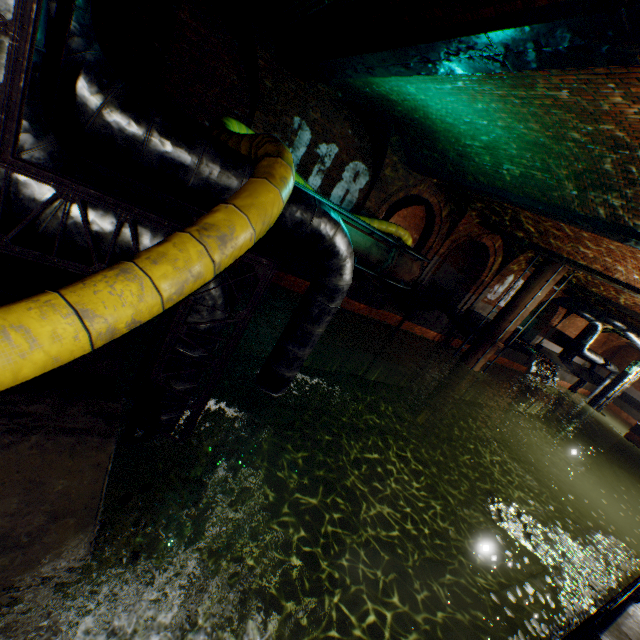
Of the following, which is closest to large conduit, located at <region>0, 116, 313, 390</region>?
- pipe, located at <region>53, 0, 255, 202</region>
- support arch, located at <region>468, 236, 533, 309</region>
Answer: pipe, located at <region>53, 0, 255, 202</region>

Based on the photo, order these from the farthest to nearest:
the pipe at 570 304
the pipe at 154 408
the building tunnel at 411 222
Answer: the building tunnel at 411 222 → the pipe at 570 304 → the pipe at 154 408

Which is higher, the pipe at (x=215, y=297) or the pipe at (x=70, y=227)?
the pipe at (x=70, y=227)

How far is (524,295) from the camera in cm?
1383

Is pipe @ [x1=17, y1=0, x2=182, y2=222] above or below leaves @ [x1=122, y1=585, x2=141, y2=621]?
above

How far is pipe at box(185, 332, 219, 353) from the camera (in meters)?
3.43

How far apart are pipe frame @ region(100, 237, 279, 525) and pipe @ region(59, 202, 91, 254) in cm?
2

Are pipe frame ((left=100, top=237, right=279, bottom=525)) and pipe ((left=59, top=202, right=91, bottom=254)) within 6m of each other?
yes
